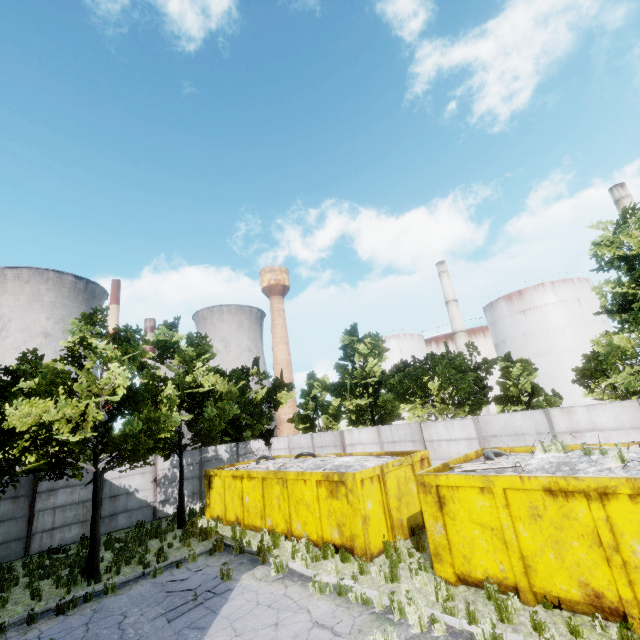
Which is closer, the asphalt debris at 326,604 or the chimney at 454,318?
the asphalt debris at 326,604

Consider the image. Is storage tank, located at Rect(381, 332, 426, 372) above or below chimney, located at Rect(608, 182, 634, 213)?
below

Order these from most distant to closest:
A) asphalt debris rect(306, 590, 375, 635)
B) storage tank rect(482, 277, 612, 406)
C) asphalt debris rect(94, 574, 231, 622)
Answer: storage tank rect(482, 277, 612, 406) → asphalt debris rect(94, 574, 231, 622) → asphalt debris rect(306, 590, 375, 635)

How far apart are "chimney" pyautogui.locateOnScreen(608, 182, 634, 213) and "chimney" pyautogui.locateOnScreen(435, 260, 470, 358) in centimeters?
1852cm

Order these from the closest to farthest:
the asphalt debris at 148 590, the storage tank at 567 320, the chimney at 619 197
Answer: the asphalt debris at 148 590 < the chimney at 619 197 < the storage tank at 567 320

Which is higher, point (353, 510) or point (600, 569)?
point (353, 510)

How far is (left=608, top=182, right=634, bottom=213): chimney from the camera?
35.1m

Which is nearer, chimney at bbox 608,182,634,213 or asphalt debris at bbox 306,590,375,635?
asphalt debris at bbox 306,590,375,635
